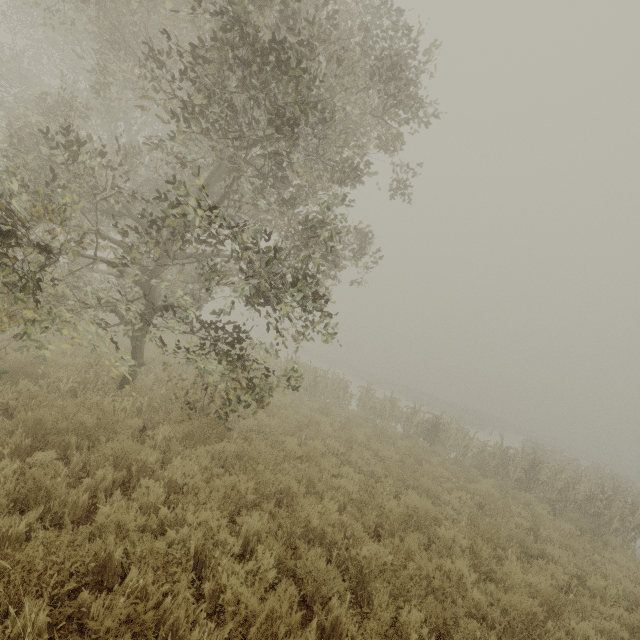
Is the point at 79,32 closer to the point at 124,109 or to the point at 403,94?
the point at 124,109
